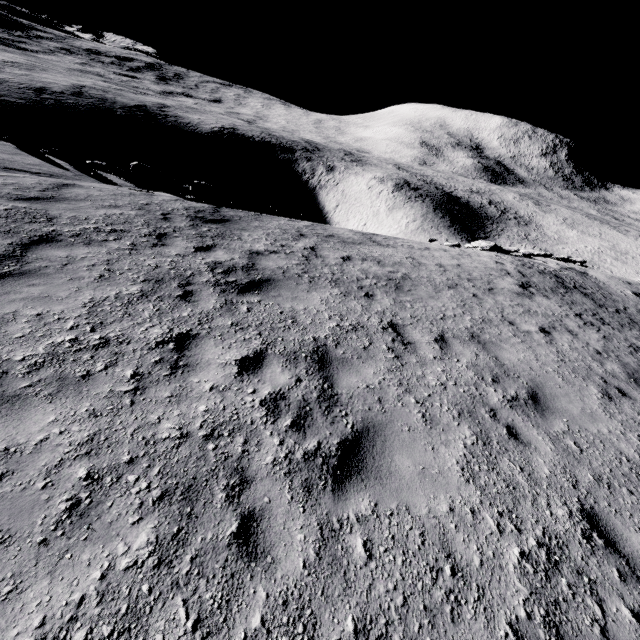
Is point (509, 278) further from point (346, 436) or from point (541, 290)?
point (346, 436)

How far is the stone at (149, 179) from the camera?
13.2m

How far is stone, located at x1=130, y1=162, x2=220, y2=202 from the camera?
13.2m
